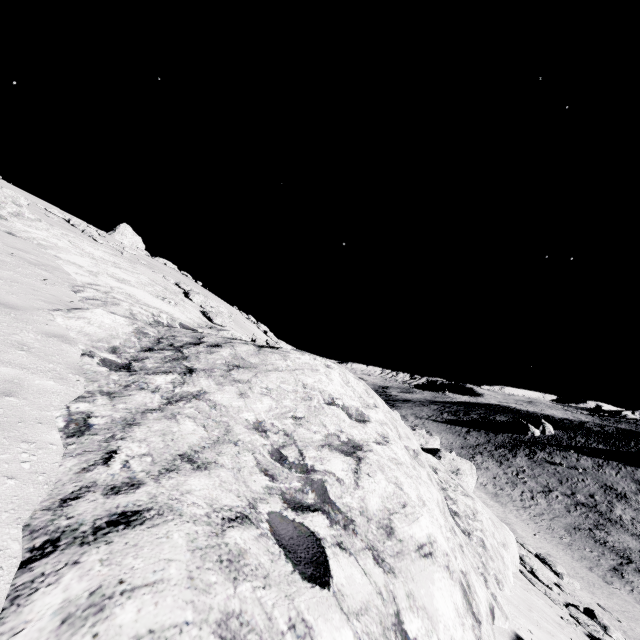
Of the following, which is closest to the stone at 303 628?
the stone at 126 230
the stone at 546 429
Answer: the stone at 126 230

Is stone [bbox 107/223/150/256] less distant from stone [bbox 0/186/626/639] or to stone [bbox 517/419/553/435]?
stone [bbox 0/186/626/639]

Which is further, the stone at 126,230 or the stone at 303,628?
the stone at 126,230

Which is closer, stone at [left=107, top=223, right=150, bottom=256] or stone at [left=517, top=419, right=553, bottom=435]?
stone at [left=107, top=223, right=150, bottom=256]

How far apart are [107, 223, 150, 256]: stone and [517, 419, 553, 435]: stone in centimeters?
6689cm

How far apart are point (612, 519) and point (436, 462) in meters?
36.2

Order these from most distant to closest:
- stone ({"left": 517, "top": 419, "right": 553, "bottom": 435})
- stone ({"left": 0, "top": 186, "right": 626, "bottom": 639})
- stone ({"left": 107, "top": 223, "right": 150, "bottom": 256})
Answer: stone ({"left": 517, "top": 419, "right": 553, "bottom": 435}) → stone ({"left": 107, "top": 223, "right": 150, "bottom": 256}) → stone ({"left": 0, "top": 186, "right": 626, "bottom": 639})
